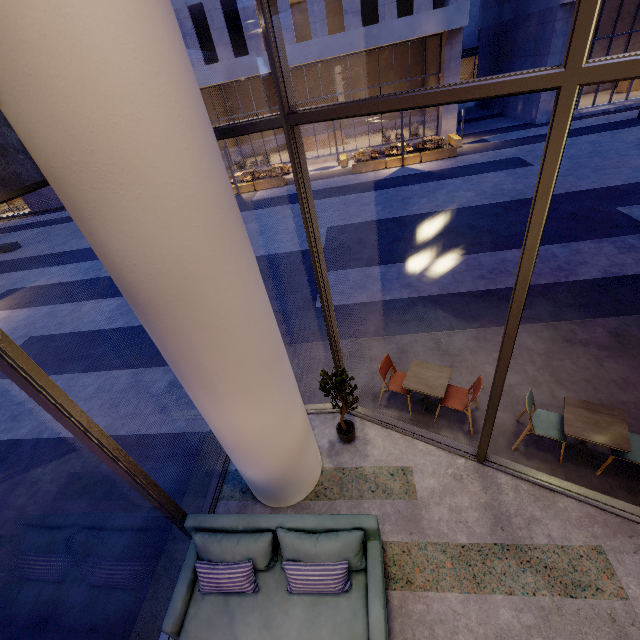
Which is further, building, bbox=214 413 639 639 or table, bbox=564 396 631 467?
table, bbox=564 396 631 467

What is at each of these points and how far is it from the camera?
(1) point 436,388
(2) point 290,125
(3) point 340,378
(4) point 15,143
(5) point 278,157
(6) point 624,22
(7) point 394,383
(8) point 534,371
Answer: (1) table, 5.0 meters
(2) window frame, 3.1 meters
(3) tree, 4.4 meters
(4) building, 2.5 meters
(5) building, 28.2 meters
(6) building, 23.5 meters
(7) chair, 5.6 meters
(8) building, 5.8 meters

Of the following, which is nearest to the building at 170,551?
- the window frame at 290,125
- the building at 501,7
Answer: the window frame at 290,125

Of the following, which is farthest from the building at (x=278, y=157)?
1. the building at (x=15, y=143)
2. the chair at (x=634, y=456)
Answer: the chair at (x=634, y=456)

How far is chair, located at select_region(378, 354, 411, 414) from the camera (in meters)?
5.39

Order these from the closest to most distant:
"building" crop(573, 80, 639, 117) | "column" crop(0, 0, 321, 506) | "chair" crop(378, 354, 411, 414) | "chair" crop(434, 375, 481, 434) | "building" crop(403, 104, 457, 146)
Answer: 1. "column" crop(0, 0, 321, 506)
2. "chair" crop(434, 375, 481, 434)
3. "chair" crop(378, 354, 411, 414)
4. "building" crop(573, 80, 639, 117)
5. "building" crop(403, 104, 457, 146)

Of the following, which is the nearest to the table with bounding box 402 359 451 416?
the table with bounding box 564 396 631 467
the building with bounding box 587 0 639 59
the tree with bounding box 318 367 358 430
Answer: the tree with bounding box 318 367 358 430

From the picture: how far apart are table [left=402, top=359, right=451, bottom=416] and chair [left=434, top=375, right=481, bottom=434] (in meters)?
0.22
